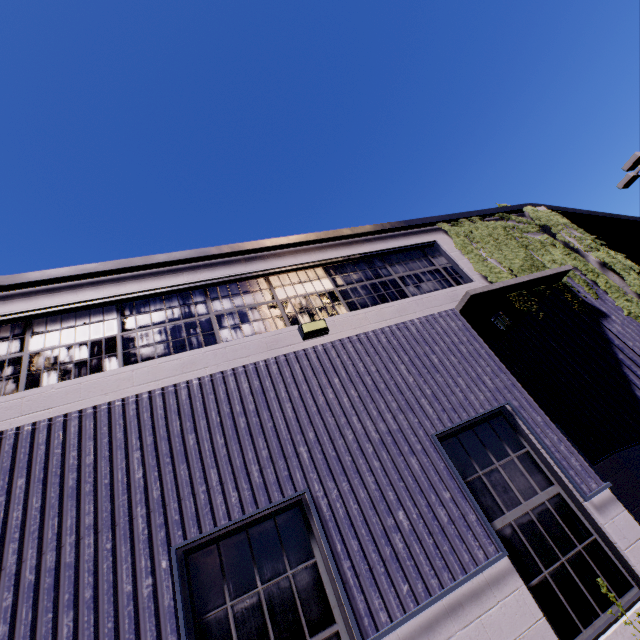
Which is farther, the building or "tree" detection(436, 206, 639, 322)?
"tree" detection(436, 206, 639, 322)

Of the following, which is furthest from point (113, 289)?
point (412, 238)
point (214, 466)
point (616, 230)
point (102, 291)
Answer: point (616, 230)

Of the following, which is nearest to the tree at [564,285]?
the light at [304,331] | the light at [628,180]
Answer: the light at [304,331]

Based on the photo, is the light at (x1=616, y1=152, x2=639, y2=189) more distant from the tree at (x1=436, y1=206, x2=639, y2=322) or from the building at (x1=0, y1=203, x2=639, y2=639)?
the tree at (x1=436, y1=206, x2=639, y2=322)

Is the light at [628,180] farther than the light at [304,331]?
Yes

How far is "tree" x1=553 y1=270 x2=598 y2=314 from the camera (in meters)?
6.94

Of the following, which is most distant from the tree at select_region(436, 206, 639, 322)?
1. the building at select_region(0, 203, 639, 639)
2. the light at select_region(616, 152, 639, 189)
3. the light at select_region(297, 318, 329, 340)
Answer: the light at select_region(616, 152, 639, 189)

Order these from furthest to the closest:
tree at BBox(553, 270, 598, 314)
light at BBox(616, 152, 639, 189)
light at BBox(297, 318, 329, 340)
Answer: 1. light at BBox(616, 152, 639, 189)
2. tree at BBox(553, 270, 598, 314)
3. light at BBox(297, 318, 329, 340)
